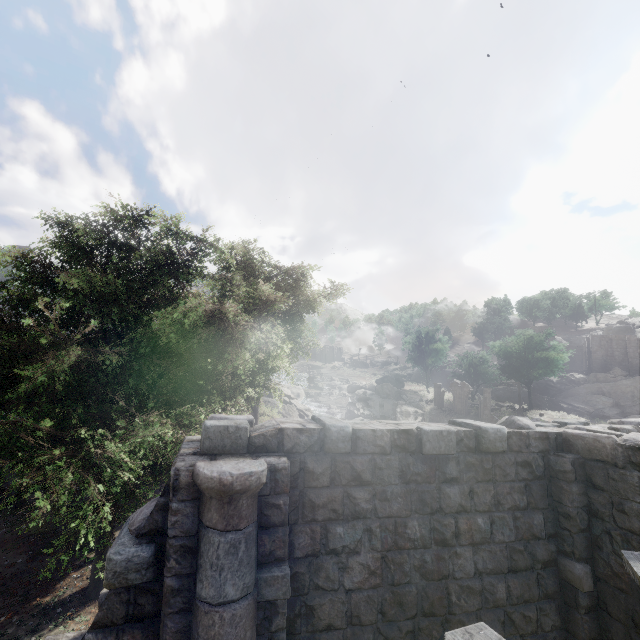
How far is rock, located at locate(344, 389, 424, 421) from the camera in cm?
4738

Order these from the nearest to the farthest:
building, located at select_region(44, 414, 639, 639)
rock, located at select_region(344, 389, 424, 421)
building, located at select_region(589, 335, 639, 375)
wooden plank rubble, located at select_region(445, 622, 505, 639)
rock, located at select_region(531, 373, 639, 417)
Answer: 1. wooden plank rubble, located at select_region(445, 622, 505, 639)
2. building, located at select_region(44, 414, 639, 639)
3. rock, located at select_region(344, 389, 424, 421)
4. rock, located at select_region(531, 373, 639, 417)
5. building, located at select_region(589, 335, 639, 375)

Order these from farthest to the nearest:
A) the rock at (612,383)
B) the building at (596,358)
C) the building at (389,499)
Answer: the building at (596,358) → the rock at (612,383) → the building at (389,499)

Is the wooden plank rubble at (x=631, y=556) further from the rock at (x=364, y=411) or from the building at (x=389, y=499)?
the rock at (x=364, y=411)

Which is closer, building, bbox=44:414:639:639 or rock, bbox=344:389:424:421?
building, bbox=44:414:639:639

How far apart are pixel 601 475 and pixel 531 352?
56.1m

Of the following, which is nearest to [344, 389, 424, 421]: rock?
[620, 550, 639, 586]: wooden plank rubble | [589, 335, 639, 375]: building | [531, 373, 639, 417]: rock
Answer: [589, 335, 639, 375]: building
